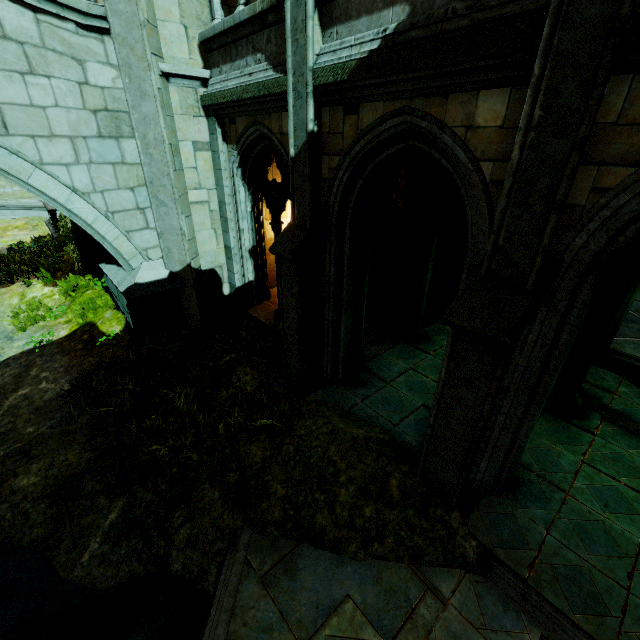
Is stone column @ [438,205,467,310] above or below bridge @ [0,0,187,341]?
below

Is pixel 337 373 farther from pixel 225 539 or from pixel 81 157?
pixel 81 157

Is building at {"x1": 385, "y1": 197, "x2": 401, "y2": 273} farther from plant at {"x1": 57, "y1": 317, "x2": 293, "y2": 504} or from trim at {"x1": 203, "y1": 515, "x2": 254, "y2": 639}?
trim at {"x1": 203, "y1": 515, "x2": 254, "y2": 639}

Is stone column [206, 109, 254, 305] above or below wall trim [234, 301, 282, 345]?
above

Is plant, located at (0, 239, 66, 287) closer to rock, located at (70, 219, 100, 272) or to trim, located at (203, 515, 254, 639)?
rock, located at (70, 219, 100, 272)

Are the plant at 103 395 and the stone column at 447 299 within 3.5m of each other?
no

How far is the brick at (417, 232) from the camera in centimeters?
684cm

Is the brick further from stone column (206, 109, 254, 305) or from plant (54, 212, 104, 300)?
plant (54, 212, 104, 300)
